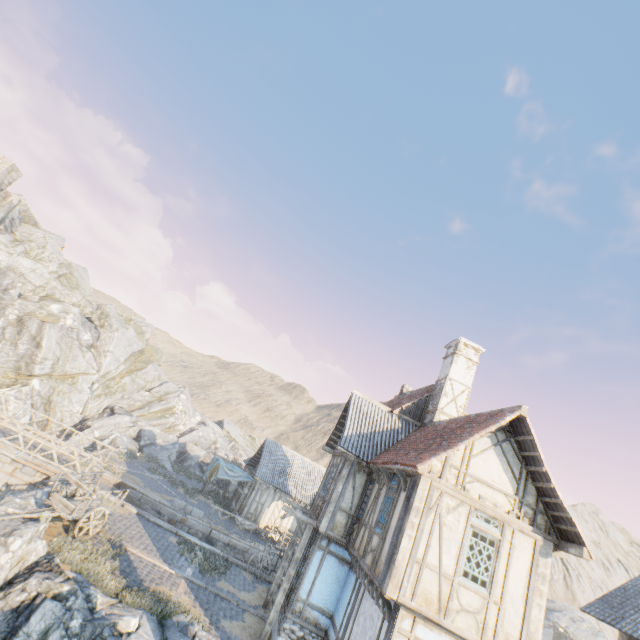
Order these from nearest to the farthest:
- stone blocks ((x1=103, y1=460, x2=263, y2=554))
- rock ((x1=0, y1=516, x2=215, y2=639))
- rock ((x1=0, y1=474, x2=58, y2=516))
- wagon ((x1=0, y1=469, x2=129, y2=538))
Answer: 1. rock ((x1=0, y1=516, x2=215, y2=639))
2. rock ((x1=0, y1=474, x2=58, y2=516))
3. wagon ((x1=0, y1=469, x2=129, y2=538))
4. stone blocks ((x1=103, y1=460, x2=263, y2=554))

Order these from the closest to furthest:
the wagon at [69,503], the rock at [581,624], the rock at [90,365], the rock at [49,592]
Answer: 1. the rock at [49,592]
2. the wagon at [69,503]
3. the rock at [90,365]
4. the rock at [581,624]

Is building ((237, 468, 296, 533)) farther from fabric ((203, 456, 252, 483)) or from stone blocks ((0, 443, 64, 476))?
stone blocks ((0, 443, 64, 476))

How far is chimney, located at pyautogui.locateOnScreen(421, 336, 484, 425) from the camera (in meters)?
15.36

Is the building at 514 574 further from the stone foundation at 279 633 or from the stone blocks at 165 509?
the stone blocks at 165 509

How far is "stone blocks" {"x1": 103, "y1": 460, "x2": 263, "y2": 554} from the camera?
19.7 meters

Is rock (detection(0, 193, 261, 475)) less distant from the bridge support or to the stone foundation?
the bridge support

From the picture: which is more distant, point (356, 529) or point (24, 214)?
point (24, 214)
